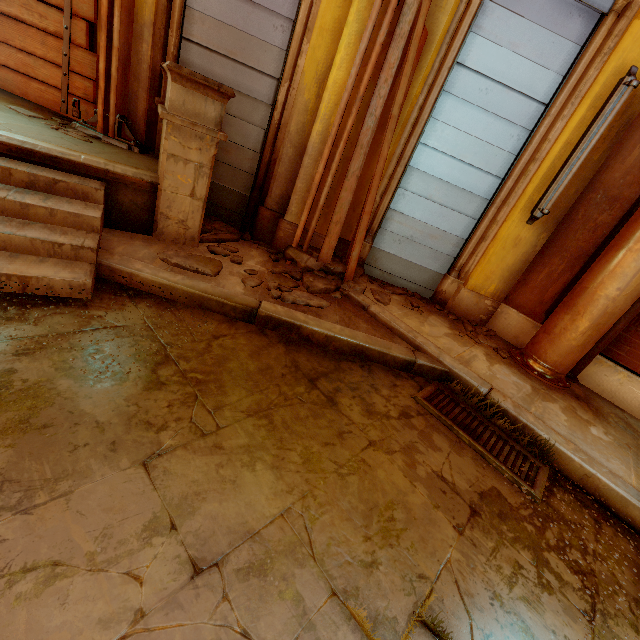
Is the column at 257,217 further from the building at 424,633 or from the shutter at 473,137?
the shutter at 473,137

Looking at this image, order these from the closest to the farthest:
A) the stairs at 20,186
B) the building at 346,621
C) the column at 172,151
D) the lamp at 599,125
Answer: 1. the building at 346,621
2. the stairs at 20,186
3. the column at 172,151
4. the lamp at 599,125

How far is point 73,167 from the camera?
2.8 meters

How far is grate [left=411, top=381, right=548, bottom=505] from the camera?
2.4 meters

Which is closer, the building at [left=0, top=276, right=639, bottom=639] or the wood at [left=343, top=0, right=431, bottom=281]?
the building at [left=0, top=276, right=639, bottom=639]

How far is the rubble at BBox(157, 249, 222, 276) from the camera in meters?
3.0 m

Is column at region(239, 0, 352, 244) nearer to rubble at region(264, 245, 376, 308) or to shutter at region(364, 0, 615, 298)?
rubble at region(264, 245, 376, 308)

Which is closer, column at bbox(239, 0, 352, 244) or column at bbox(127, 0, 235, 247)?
column at bbox(127, 0, 235, 247)
